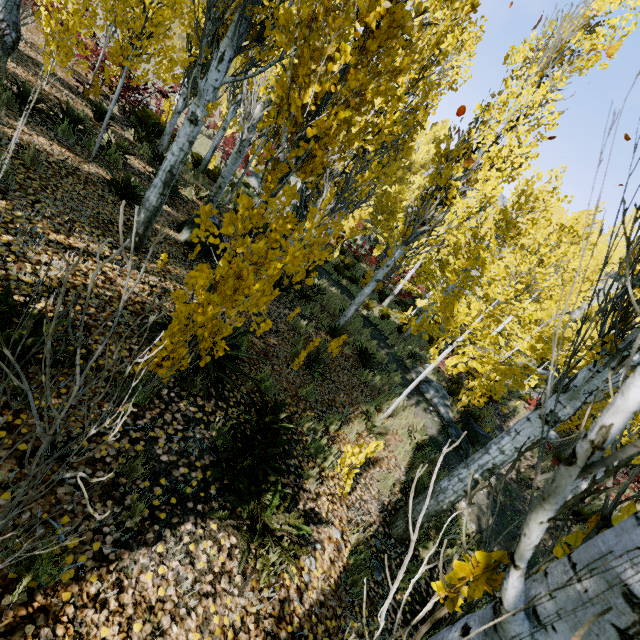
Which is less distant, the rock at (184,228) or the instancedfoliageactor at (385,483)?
the instancedfoliageactor at (385,483)

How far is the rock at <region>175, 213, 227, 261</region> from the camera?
7.1m

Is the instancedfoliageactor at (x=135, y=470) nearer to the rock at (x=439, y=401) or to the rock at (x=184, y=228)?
the rock at (x=184, y=228)

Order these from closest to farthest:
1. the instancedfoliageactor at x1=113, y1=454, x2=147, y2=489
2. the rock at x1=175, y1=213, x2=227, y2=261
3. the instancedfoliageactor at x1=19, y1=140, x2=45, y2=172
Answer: the instancedfoliageactor at x1=113, y1=454, x2=147, y2=489
the instancedfoliageactor at x1=19, y1=140, x2=45, y2=172
the rock at x1=175, y1=213, x2=227, y2=261

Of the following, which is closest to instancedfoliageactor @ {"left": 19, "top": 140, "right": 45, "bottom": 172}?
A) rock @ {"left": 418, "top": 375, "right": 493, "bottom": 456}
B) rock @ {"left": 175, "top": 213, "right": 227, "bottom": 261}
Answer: rock @ {"left": 175, "top": 213, "right": 227, "bottom": 261}

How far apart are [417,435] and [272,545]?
5.7 meters

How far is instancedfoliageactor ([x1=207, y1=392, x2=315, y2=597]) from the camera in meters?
2.8 m
